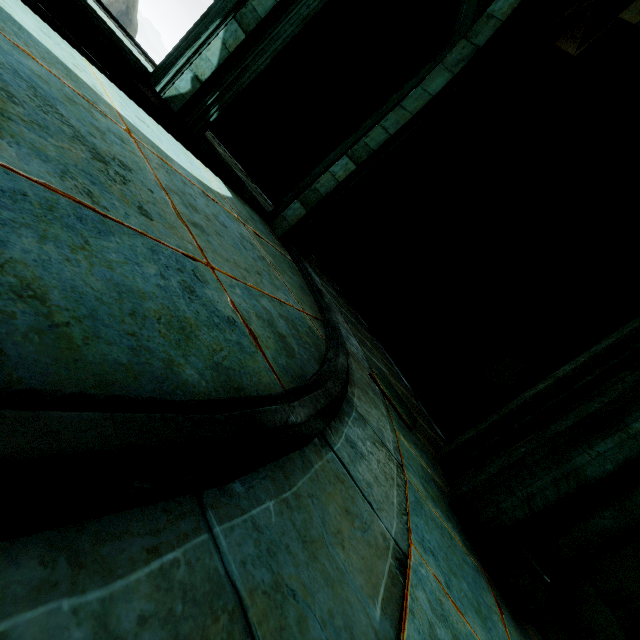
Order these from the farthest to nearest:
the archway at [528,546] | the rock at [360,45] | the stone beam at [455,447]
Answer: the rock at [360,45]
the stone beam at [455,447]
the archway at [528,546]

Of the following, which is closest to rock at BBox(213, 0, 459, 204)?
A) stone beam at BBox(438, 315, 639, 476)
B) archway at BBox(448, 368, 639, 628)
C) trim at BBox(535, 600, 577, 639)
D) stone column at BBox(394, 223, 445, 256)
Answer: stone column at BBox(394, 223, 445, 256)

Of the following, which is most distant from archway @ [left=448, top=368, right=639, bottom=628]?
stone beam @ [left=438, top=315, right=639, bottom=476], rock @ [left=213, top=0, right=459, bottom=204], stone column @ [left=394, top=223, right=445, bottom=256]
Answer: stone column @ [left=394, top=223, right=445, bottom=256]

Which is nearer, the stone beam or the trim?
the trim

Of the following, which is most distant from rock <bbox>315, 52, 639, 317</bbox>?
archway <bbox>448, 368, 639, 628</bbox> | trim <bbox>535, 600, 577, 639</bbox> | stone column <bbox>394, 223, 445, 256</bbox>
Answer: trim <bbox>535, 600, 577, 639</bbox>

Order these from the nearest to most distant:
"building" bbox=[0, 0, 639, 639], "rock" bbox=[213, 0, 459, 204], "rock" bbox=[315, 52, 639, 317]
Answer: "building" bbox=[0, 0, 639, 639] → "rock" bbox=[315, 52, 639, 317] → "rock" bbox=[213, 0, 459, 204]

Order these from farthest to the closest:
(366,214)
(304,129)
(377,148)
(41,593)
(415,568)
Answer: (304,129)
(366,214)
(377,148)
(415,568)
(41,593)

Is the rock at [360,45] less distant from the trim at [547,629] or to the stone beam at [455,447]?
the stone beam at [455,447]
